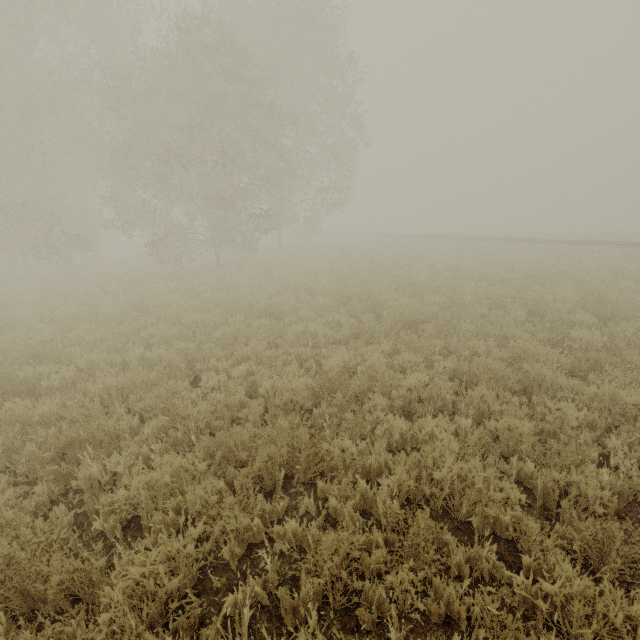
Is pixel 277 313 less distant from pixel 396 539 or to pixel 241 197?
pixel 396 539
